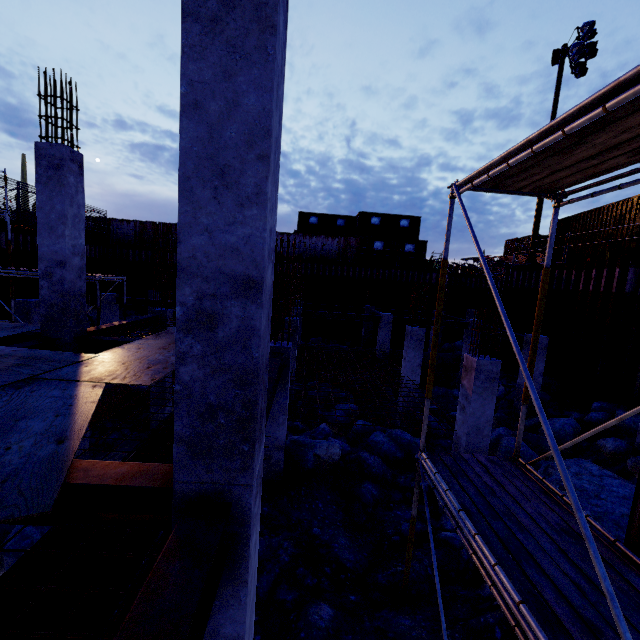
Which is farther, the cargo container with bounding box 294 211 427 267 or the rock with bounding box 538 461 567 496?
the cargo container with bounding box 294 211 427 267

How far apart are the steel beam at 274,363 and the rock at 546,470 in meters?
5.1

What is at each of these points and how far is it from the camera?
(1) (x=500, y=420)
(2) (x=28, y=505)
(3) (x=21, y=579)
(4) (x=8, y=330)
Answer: (1) compgrassrocksplants, 12.8 meters
(2) plywood, 2.2 meters
(3) pipe, 3.8 meters
(4) plywood, 7.5 meters

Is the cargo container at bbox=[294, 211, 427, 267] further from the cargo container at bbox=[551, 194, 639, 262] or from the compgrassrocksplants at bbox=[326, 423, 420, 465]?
the compgrassrocksplants at bbox=[326, 423, 420, 465]

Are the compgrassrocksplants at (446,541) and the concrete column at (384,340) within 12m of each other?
yes

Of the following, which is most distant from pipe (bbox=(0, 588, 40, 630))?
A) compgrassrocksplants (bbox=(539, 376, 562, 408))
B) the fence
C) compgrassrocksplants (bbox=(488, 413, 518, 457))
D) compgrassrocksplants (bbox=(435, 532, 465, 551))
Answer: the fence

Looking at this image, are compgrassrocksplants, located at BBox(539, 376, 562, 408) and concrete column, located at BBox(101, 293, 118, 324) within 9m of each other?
no

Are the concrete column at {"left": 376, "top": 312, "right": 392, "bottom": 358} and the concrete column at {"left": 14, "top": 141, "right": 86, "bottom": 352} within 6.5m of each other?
no
